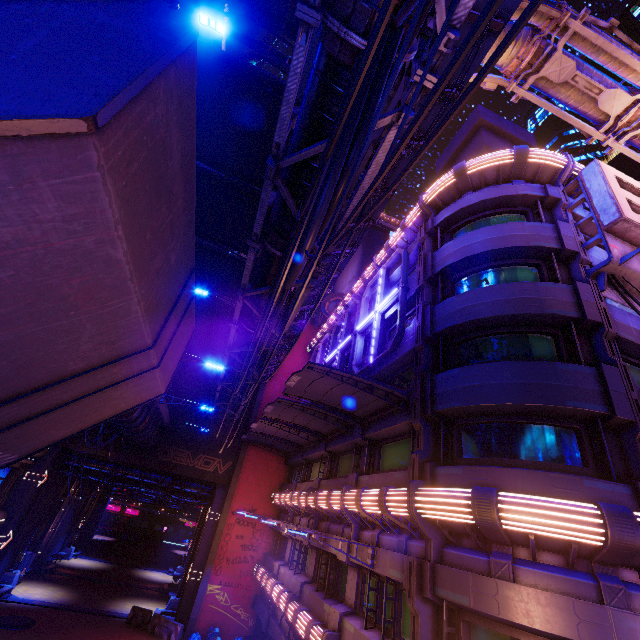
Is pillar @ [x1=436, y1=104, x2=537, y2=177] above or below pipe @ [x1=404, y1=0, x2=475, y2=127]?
above

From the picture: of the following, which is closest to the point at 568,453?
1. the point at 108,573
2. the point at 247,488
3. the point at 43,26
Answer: the point at 43,26

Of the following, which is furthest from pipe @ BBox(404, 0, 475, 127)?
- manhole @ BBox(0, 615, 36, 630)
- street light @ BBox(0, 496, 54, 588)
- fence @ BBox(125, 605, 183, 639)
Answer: manhole @ BBox(0, 615, 36, 630)

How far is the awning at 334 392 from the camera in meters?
11.9

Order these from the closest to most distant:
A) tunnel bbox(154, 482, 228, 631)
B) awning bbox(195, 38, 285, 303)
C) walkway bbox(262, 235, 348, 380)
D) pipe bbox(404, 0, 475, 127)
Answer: pipe bbox(404, 0, 475, 127) → awning bbox(195, 38, 285, 303) → walkway bbox(262, 235, 348, 380) → tunnel bbox(154, 482, 228, 631)

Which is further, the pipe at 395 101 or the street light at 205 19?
the street light at 205 19

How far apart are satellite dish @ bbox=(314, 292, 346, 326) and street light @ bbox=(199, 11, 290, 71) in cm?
2247

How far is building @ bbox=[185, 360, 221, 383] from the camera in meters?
28.2
